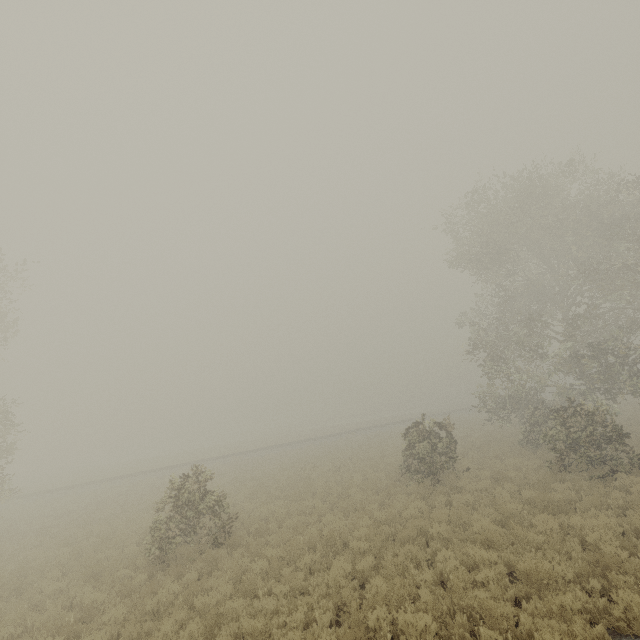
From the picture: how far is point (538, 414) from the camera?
18.33m

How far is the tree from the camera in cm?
1482

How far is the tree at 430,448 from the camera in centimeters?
1482cm
